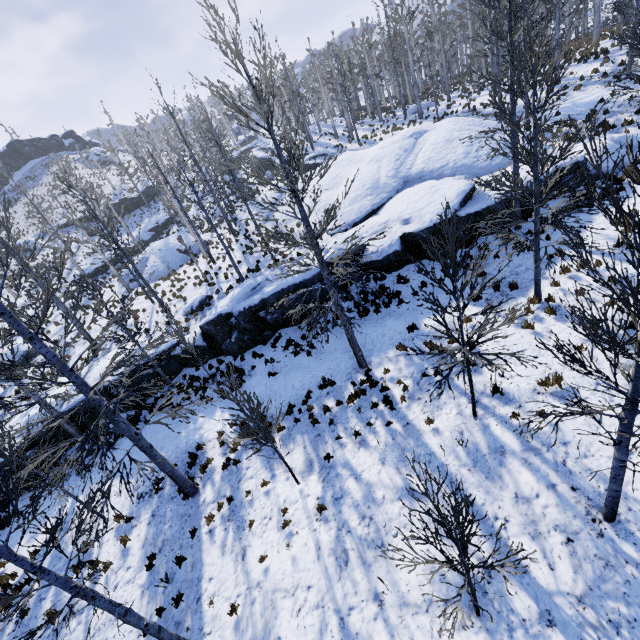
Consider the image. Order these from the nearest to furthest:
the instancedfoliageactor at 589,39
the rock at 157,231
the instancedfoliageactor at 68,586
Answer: the instancedfoliageactor at 589,39 < the instancedfoliageactor at 68,586 < the rock at 157,231

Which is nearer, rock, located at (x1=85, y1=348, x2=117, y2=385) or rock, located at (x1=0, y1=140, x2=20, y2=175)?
rock, located at (x1=85, y1=348, x2=117, y2=385)

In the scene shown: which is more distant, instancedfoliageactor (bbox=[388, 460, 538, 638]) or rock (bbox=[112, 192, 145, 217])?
rock (bbox=[112, 192, 145, 217])

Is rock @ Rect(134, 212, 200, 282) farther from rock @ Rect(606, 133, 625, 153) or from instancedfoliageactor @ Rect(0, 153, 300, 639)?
rock @ Rect(606, 133, 625, 153)

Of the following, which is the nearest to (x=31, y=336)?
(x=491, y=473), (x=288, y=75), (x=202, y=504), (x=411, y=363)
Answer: (x=202, y=504)

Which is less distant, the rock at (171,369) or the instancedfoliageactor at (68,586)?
the instancedfoliageactor at (68,586)

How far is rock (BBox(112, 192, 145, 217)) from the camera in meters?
45.3

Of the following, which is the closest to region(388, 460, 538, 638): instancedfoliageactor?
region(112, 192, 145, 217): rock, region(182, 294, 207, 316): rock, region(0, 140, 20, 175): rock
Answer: region(182, 294, 207, 316): rock
